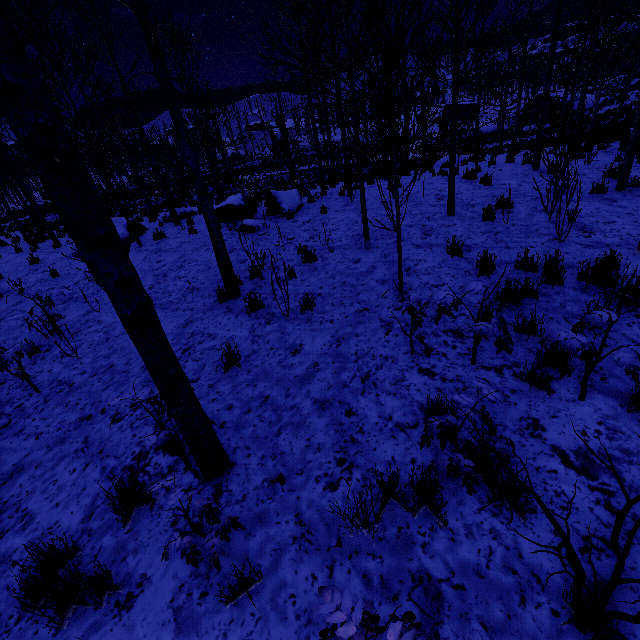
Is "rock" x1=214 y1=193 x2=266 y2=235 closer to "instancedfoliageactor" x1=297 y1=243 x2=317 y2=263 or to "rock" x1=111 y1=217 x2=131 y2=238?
"instancedfoliageactor" x1=297 y1=243 x2=317 y2=263

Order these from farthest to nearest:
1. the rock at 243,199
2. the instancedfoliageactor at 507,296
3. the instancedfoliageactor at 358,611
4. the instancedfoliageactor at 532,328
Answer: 1. the rock at 243,199
2. the instancedfoliageactor at 507,296
3. the instancedfoliageactor at 532,328
4. the instancedfoliageactor at 358,611

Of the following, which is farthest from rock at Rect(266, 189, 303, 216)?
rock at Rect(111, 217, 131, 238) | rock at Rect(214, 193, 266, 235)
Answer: rock at Rect(111, 217, 131, 238)

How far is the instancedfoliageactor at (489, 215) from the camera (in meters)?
7.14

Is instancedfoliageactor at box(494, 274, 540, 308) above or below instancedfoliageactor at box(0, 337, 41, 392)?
below

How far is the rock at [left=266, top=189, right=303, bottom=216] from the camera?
11.2 meters

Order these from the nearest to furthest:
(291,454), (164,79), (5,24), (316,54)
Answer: (5,24), (291,454), (164,79), (316,54)
